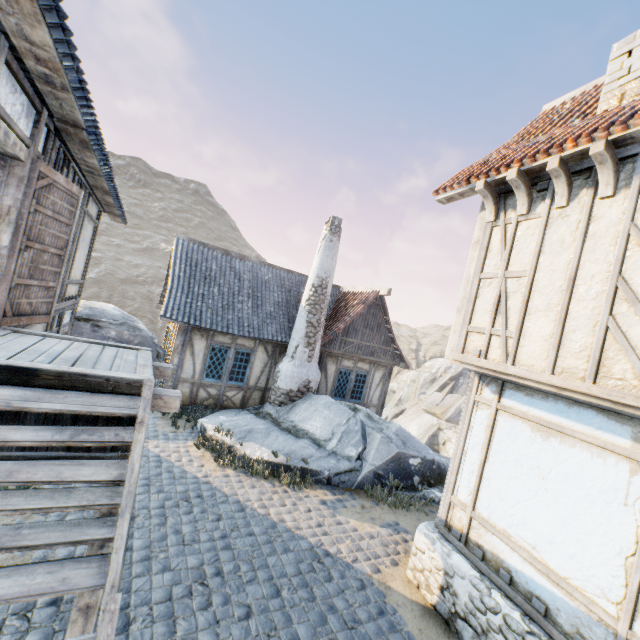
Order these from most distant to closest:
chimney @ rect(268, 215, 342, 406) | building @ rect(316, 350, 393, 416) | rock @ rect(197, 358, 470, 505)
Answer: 1. building @ rect(316, 350, 393, 416)
2. chimney @ rect(268, 215, 342, 406)
3. rock @ rect(197, 358, 470, 505)

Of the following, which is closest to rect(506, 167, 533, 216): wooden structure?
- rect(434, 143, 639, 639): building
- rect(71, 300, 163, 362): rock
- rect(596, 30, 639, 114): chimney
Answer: rect(434, 143, 639, 639): building

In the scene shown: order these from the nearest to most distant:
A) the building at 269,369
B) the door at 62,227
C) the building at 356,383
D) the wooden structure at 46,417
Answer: the wooden structure at 46,417, the door at 62,227, the building at 269,369, the building at 356,383

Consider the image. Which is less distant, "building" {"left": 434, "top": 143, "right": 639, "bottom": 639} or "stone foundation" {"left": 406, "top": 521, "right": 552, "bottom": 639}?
"building" {"left": 434, "top": 143, "right": 639, "bottom": 639}

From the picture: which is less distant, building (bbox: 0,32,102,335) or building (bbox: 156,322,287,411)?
building (bbox: 0,32,102,335)

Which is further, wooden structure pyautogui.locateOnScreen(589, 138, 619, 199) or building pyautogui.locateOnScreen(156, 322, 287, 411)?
building pyautogui.locateOnScreen(156, 322, 287, 411)

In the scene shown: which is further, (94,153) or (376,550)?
(376,550)

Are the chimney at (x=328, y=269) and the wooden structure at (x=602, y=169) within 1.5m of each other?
no
